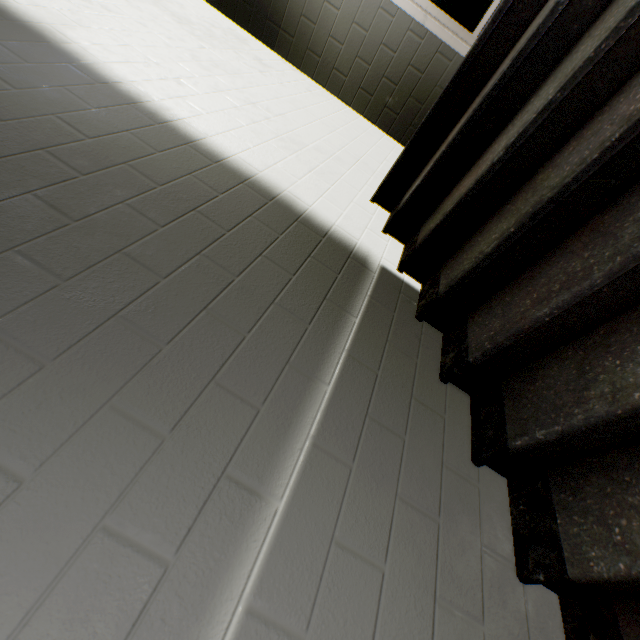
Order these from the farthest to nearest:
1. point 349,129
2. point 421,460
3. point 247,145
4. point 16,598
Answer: point 349,129, point 247,145, point 421,460, point 16,598
